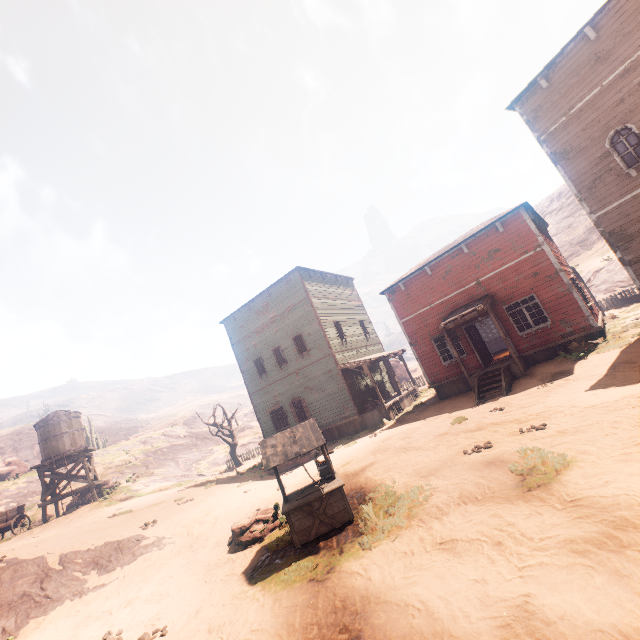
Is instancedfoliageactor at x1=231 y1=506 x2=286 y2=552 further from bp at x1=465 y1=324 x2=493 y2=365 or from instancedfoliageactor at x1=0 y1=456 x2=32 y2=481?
instancedfoliageactor at x1=0 y1=456 x2=32 y2=481

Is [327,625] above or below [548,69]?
below

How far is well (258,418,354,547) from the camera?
7.1 meters

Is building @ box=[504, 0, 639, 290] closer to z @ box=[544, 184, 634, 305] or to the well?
z @ box=[544, 184, 634, 305]

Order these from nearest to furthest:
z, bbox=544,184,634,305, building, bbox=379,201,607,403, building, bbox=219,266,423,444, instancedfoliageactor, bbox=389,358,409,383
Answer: building, bbox=379,201,607,403, building, bbox=219,266,423,444, z, bbox=544,184,634,305, instancedfoliageactor, bbox=389,358,409,383

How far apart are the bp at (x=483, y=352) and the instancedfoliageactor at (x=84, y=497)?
28.7 meters

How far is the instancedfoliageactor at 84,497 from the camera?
24.1 meters

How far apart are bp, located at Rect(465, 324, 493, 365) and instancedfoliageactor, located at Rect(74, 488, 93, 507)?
28.7m
